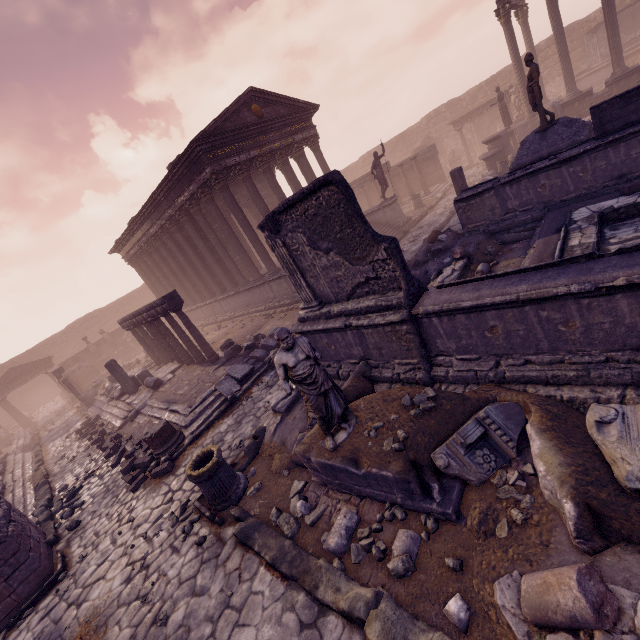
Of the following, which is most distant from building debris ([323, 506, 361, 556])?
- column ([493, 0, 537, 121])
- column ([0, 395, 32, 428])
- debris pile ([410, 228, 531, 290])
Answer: column ([0, 395, 32, 428])

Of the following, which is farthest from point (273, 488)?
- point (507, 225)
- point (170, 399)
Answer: point (507, 225)

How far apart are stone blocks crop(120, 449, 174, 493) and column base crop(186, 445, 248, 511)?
2.8m

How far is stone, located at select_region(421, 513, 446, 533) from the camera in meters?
3.6

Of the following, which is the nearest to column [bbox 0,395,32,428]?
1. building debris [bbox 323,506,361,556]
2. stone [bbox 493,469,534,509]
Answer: building debris [bbox 323,506,361,556]

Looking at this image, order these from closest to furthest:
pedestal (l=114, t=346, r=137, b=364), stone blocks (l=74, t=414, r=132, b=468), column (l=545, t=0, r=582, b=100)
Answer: stone blocks (l=74, t=414, r=132, b=468) → column (l=545, t=0, r=582, b=100) → pedestal (l=114, t=346, r=137, b=364)

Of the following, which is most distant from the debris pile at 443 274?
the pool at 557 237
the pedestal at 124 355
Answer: the pedestal at 124 355

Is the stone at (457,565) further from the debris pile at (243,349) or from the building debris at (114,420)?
the building debris at (114,420)
